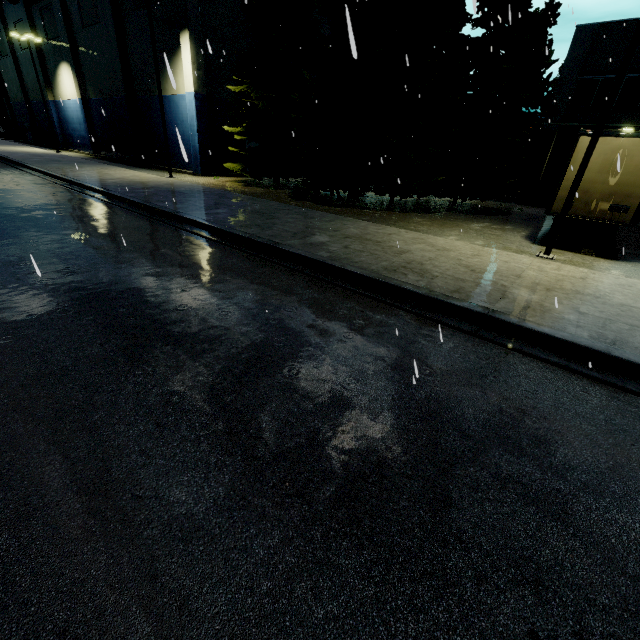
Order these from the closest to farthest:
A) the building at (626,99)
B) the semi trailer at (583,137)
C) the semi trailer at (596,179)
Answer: the semi trailer at (596,179) → the semi trailer at (583,137) → the building at (626,99)

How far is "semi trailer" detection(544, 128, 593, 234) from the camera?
9.87m

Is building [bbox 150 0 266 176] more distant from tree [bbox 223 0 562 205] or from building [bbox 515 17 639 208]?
tree [bbox 223 0 562 205]

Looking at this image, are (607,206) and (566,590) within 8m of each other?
no

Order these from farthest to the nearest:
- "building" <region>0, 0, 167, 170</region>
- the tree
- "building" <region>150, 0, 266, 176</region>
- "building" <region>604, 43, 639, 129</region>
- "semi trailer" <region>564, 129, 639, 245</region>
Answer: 1. "building" <region>0, 0, 167, 170</region>
2. "building" <region>150, 0, 266, 176</region>
3. "building" <region>604, 43, 639, 129</region>
4. the tree
5. "semi trailer" <region>564, 129, 639, 245</region>

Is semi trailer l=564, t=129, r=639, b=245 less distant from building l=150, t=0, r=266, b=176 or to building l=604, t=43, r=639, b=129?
building l=604, t=43, r=639, b=129

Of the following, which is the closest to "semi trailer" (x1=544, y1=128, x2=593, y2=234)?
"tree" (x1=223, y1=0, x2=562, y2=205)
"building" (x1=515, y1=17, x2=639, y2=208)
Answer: "building" (x1=515, y1=17, x2=639, y2=208)

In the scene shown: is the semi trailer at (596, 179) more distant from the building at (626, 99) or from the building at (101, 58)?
the building at (101, 58)
